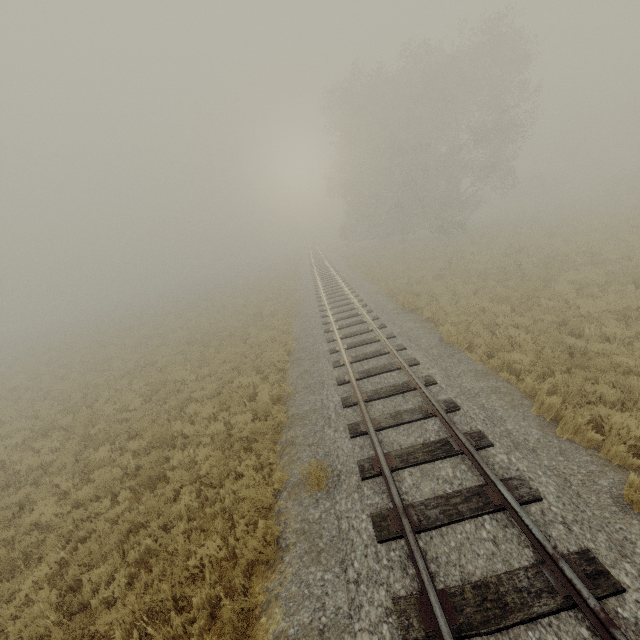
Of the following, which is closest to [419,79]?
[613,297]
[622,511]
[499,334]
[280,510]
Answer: [613,297]
